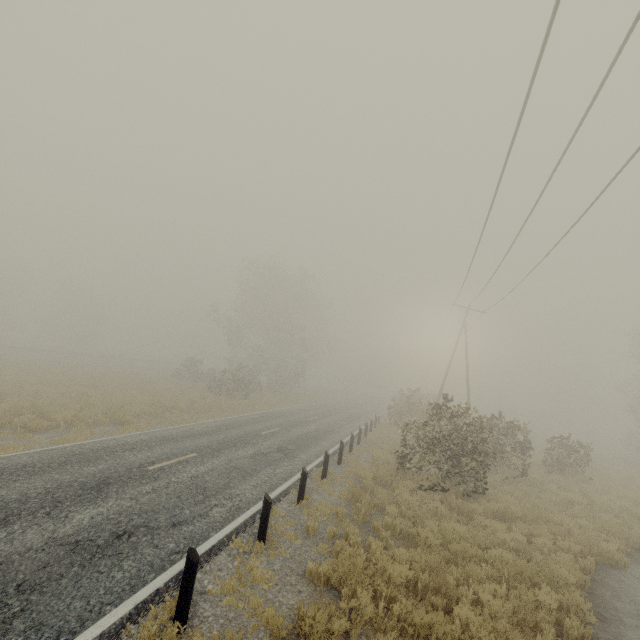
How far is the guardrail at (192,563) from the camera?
4.6m

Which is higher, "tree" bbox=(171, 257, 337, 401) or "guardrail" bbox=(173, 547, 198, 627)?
"tree" bbox=(171, 257, 337, 401)

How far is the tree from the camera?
35.9 meters

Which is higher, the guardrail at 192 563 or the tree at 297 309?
the tree at 297 309

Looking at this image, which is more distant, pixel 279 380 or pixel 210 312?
pixel 210 312

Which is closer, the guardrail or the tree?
the guardrail

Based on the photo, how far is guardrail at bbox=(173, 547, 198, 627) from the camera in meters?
4.6 m
